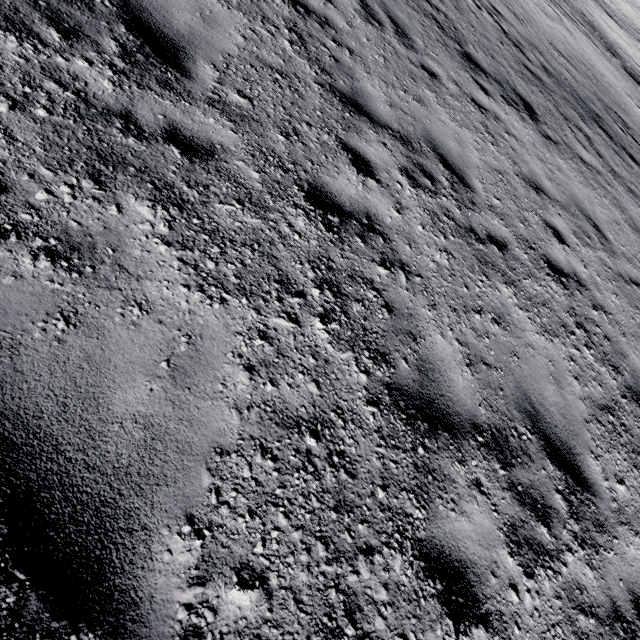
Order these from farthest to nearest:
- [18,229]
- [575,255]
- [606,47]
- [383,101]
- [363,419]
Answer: [606,47] → [575,255] → [383,101] → [363,419] → [18,229]
